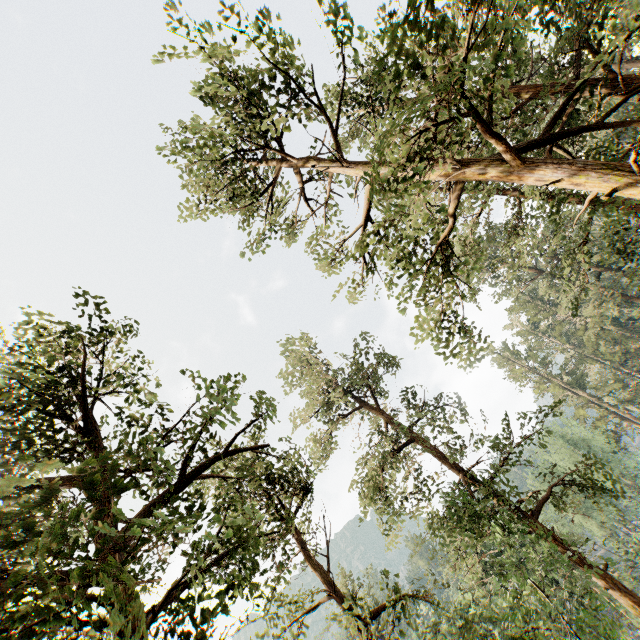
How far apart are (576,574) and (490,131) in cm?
4218
